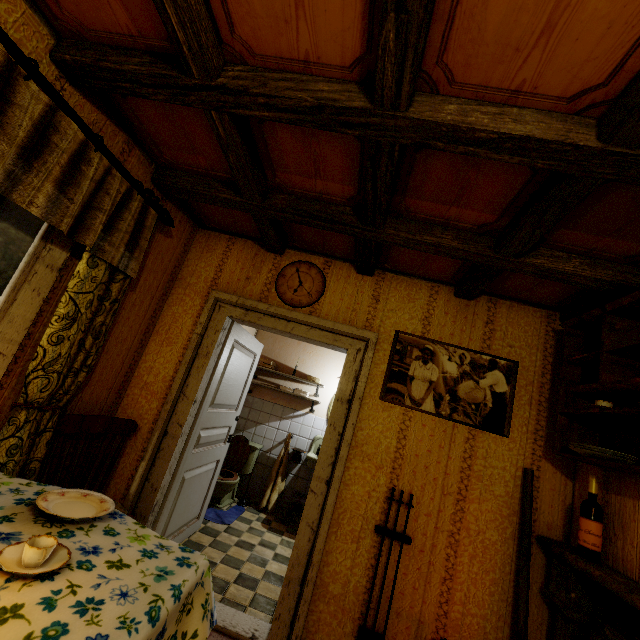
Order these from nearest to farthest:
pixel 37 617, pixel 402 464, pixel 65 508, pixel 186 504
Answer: pixel 37 617
pixel 65 508
pixel 402 464
pixel 186 504

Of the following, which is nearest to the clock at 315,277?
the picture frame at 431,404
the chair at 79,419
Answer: the picture frame at 431,404

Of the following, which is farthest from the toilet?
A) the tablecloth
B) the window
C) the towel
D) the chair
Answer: the window

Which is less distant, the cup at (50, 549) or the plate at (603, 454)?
the cup at (50, 549)

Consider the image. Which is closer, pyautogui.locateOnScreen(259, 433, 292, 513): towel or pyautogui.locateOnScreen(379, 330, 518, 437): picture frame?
pyautogui.locateOnScreen(379, 330, 518, 437): picture frame

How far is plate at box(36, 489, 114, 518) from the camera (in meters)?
1.34

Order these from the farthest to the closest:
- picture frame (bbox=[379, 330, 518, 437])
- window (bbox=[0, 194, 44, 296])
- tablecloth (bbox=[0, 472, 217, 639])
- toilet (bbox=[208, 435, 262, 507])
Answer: toilet (bbox=[208, 435, 262, 507]) → picture frame (bbox=[379, 330, 518, 437]) → window (bbox=[0, 194, 44, 296]) → tablecloth (bbox=[0, 472, 217, 639])

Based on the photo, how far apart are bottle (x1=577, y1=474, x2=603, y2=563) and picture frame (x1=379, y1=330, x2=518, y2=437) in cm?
54
